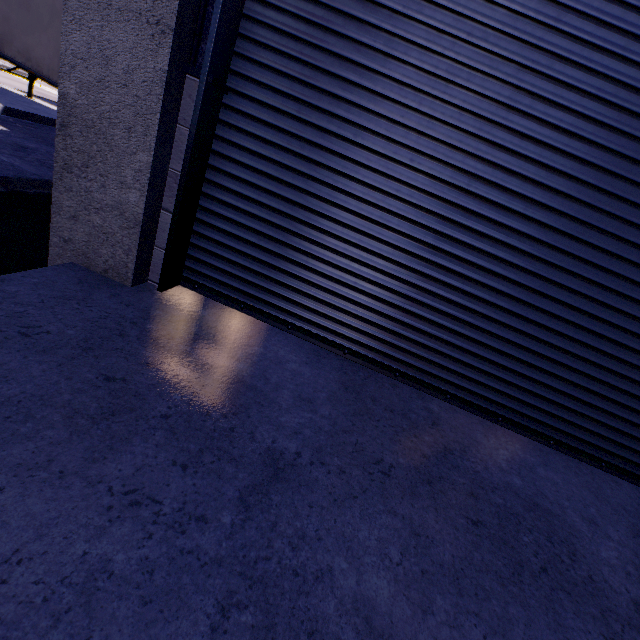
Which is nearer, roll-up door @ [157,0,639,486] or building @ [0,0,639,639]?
building @ [0,0,639,639]

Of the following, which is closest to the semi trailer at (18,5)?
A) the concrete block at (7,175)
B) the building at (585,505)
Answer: the building at (585,505)

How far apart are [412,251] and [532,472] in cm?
182

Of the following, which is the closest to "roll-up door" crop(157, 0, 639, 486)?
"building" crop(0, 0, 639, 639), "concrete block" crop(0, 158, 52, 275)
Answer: "building" crop(0, 0, 639, 639)

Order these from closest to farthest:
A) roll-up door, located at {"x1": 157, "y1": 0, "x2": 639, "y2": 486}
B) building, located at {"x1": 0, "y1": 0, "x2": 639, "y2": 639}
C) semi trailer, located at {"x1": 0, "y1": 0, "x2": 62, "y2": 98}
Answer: building, located at {"x1": 0, "y1": 0, "x2": 639, "y2": 639} → roll-up door, located at {"x1": 157, "y1": 0, "x2": 639, "y2": 486} → semi trailer, located at {"x1": 0, "y1": 0, "x2": 62, "y2": 98}

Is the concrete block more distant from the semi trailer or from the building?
the semi trailer

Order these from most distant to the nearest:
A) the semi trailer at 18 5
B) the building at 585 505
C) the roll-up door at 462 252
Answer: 1. the semi trailer at 18 5
2. the roll-up door at 462 252
3. the building at 585 505

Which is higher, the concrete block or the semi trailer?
the semi trailer
